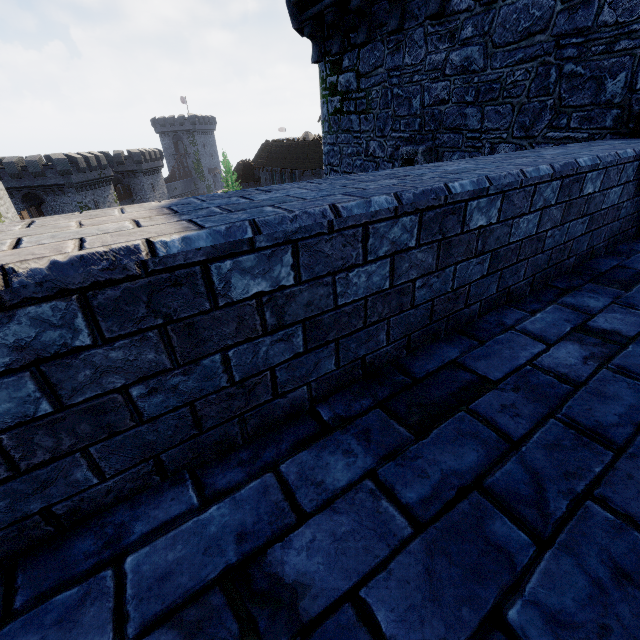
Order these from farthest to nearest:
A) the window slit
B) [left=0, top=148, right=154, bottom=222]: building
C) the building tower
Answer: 1. [left=0, top=148, right=154, bottom=222]: building
2. the window slit
3. the building tower

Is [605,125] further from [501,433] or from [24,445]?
[24,445]

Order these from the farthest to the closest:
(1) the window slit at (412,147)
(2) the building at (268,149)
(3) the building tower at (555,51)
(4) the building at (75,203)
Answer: (2) the building at (268,149) < (4) the building at (75,203) < (1) the window slit at (412,147) < (3) the building tower at (555,51)

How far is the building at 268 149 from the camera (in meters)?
40.66

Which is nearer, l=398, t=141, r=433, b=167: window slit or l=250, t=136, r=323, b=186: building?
l=398, t=141, r=433, b=167: window slit

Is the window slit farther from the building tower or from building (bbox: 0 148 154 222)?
building (bbox: 0 148 154 222)

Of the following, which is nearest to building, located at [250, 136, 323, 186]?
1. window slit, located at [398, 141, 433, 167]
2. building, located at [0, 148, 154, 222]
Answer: building, located at [0, 148, 154, 222]

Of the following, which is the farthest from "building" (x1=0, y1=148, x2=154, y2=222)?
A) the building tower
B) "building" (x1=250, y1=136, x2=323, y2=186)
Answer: the building tower
